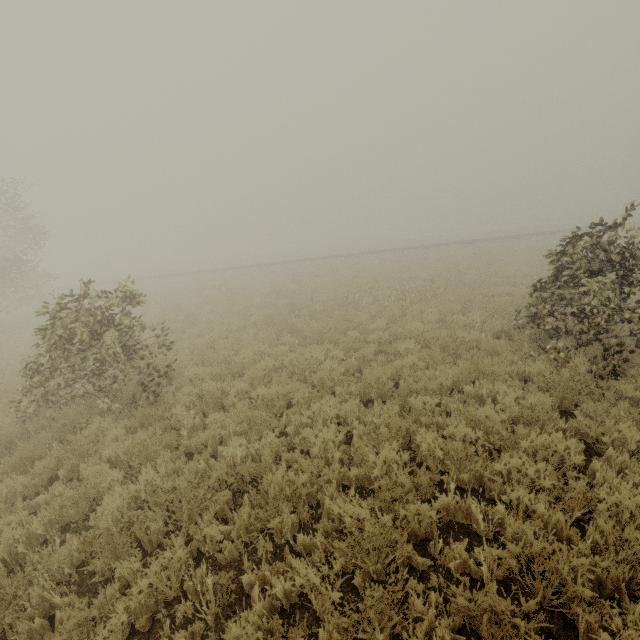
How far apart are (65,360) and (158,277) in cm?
2782
